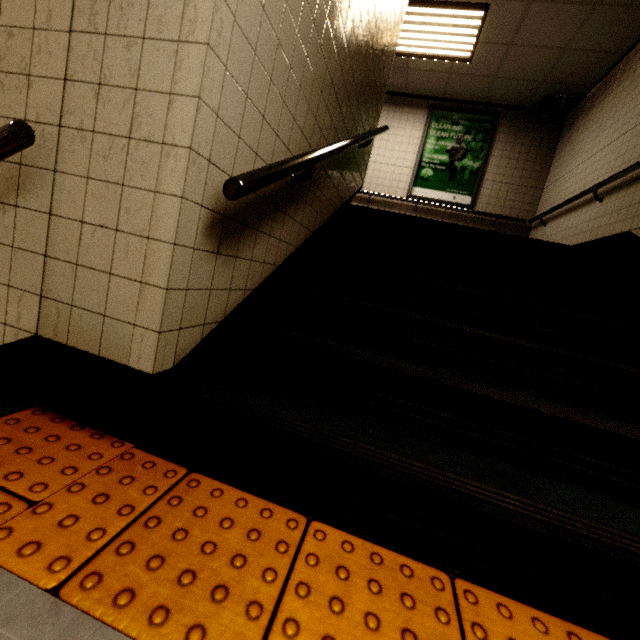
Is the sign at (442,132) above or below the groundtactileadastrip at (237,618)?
above

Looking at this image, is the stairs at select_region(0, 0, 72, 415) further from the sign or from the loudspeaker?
the loudspeaker

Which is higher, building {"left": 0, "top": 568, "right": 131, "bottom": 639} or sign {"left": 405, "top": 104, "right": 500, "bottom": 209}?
sign {"left": 405, "top": 104, "right": 500, "bottom": 209}

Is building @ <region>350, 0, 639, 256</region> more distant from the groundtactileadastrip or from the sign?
the groundtactileadastrip

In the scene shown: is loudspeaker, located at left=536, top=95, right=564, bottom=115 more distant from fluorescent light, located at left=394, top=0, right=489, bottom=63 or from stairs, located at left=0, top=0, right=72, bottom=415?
stairs, located at left=0, top=0, right=72, bottom=415

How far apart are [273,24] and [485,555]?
2.0 meters

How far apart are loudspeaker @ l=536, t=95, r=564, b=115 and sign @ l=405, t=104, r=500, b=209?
0.7m

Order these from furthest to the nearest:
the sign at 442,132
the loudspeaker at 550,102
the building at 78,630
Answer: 1. the sign at 442,132
2. the loudspeaker at 550,102
3. the building at 78,630
